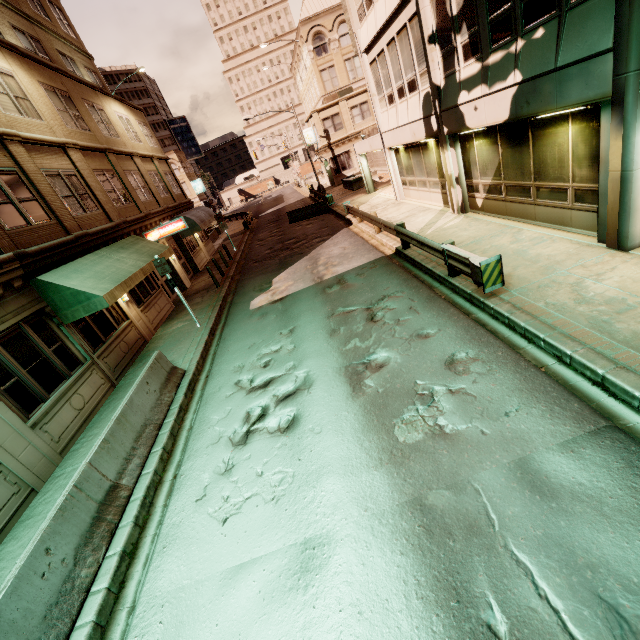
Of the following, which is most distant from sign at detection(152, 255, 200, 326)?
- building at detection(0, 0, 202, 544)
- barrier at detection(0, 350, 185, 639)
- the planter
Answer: the planter

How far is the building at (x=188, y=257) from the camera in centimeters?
1941cm

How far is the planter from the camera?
29.7 meters

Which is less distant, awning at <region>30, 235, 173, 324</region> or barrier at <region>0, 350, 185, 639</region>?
barrier at <region>0, 350, 185, 639</region>

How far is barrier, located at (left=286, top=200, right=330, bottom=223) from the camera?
25.9m

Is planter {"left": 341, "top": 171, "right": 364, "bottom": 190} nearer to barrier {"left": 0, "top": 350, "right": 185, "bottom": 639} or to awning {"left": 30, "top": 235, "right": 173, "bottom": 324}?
awning {"left": 30, "top": 235, "right": 173, "bottom": 324}

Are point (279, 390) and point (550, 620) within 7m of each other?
yes

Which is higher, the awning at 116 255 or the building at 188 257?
the awning at 116 255
